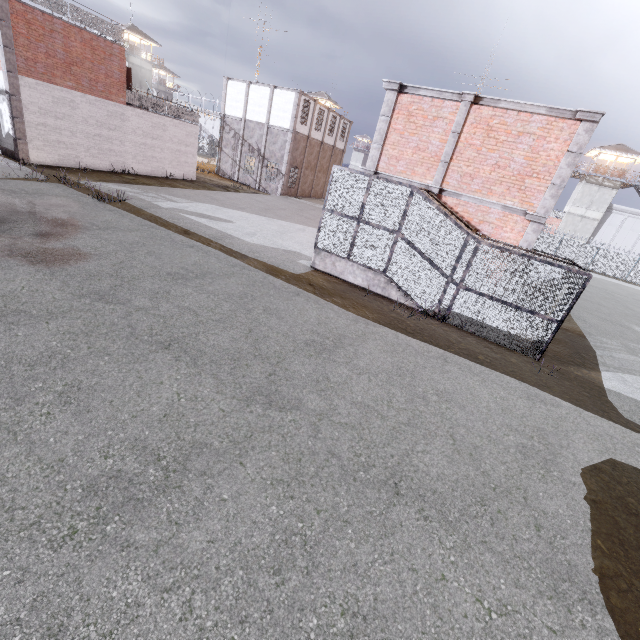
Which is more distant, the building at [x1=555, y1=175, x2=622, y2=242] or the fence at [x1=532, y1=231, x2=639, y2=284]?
the building at [x1=555, y1=175, x2=622, y2=242]

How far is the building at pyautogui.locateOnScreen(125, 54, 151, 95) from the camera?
51.2m

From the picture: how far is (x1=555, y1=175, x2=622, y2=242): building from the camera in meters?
42.6 m

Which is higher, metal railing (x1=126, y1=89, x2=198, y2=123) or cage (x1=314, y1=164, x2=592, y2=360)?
metal railing (x1=126, y1=89, x2=198, y2=123)

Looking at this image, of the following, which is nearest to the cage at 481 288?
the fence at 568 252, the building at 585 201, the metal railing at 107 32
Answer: the metal railing at 107 32

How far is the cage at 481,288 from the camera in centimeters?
966cm

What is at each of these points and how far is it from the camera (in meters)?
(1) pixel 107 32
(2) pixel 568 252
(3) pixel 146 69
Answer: (1) metal railing, 18.61
(2) fence, 40.50
(3) building, 53.44

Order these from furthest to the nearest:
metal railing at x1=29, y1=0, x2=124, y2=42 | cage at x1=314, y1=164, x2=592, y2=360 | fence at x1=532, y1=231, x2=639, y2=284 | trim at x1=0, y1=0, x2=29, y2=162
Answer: fence at x1=532, y1=231, x2=639, y2=284 < metal railing at x1=29, y1=0, x2=124, y2=42 < trim at x1=0, y1=0, x2=29, y2=162 < cage at x1=314, y1=164, x2=592, y2=360
